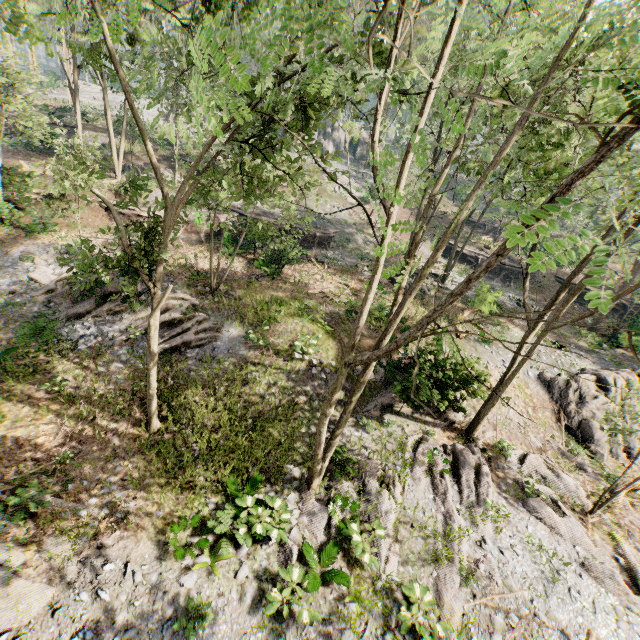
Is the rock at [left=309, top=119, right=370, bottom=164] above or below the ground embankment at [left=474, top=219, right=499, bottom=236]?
above

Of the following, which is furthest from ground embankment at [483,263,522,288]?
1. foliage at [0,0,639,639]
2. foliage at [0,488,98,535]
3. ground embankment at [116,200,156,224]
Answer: foliage at [0,488,98,535]

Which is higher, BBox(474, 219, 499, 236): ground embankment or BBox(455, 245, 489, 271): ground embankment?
BBox(474, 219, 499, 236): ground embankment

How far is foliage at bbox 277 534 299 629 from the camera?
8.1 meters

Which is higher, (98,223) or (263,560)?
(98,223)

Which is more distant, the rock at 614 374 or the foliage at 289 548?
the rock at 614 374

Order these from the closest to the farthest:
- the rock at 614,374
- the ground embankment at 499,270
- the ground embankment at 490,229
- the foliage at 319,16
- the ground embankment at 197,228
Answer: the foliage at 319,16
the rock at 614,374
the ground embankment at 197,228
the ground embankment at 499,270
the ground embankment at 490,229

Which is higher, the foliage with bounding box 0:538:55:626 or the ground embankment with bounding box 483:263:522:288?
the ground embankment with bounding box 483:263:522:288
